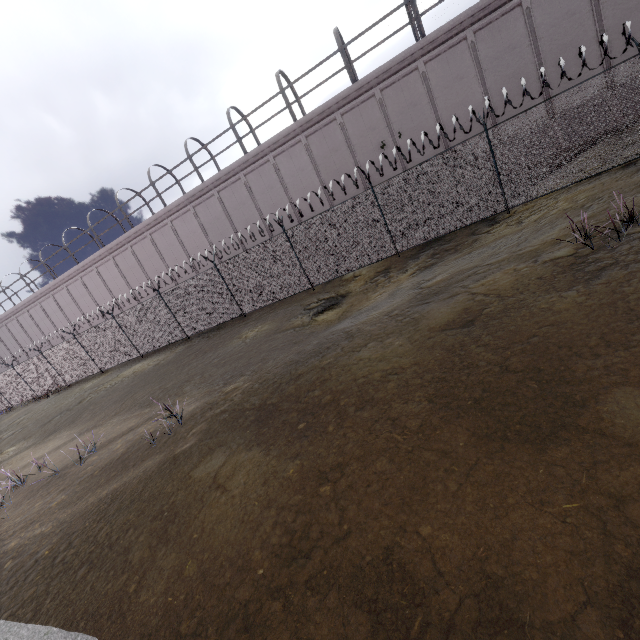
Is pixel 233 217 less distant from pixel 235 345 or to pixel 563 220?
pixel 235 345
